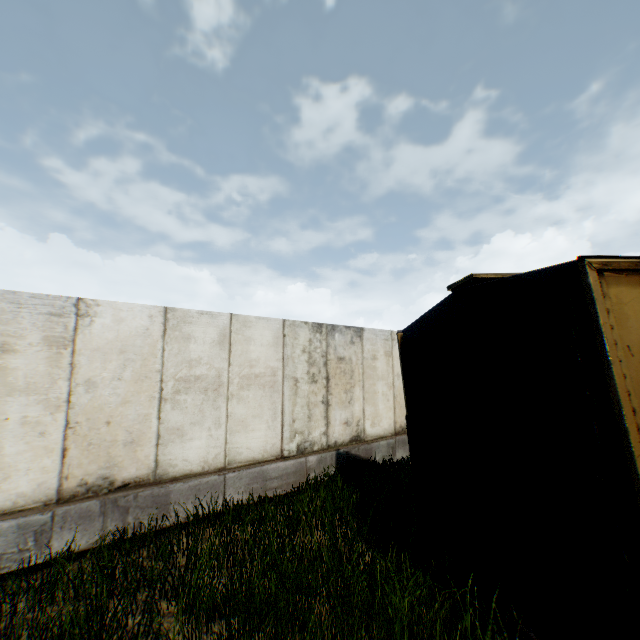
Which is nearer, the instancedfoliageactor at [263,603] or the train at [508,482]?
the train at [508,482]

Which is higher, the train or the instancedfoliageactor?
the train

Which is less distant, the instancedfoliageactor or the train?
the train

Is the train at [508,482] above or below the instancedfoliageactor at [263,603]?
above

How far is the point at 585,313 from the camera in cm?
249
